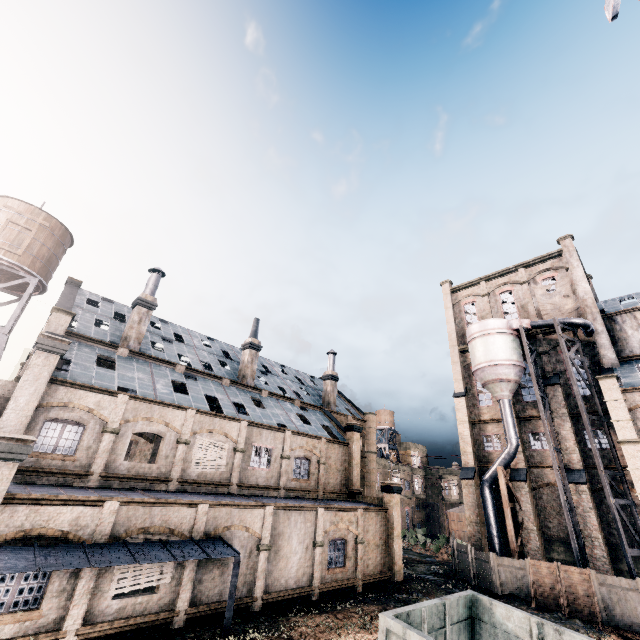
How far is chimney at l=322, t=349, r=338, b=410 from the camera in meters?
40.3

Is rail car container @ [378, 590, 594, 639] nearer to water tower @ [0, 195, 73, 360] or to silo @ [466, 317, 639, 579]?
silo @ [466, 317, 639, 579]

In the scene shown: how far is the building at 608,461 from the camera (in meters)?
27.53

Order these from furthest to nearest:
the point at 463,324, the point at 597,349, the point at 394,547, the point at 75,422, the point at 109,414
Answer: the point at 463,324 → the point at 597,349 → the point at 394,547 → the point at 109,414 → the point at 75,422

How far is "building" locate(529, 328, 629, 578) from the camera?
25.1 meters

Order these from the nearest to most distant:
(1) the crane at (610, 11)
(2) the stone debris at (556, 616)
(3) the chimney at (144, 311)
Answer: (1) the crane at (610, 11)
(2) the stone debris at (556, 616)
(3) the chimney at (144, 311)

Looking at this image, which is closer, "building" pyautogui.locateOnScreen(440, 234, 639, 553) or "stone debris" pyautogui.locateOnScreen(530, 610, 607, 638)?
"stone debris" pyautogui.locateOnScreen(530, 610, 607, 638)

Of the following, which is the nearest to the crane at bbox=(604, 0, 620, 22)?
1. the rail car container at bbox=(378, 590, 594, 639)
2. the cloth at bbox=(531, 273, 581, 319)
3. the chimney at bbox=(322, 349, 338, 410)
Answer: the rail car container at bbox=(378, 590, 594, 639)
